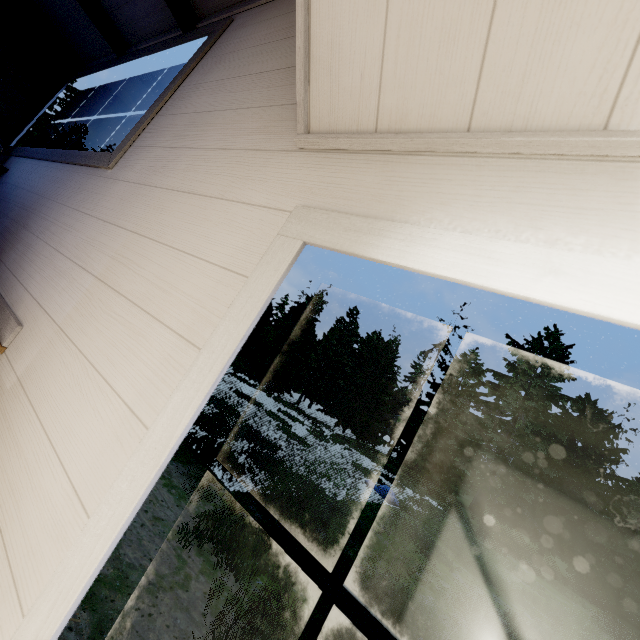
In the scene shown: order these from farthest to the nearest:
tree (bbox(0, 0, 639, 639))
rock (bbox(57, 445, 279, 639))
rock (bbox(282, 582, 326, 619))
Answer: rock (bbox(282, 582, 326, 619)), rock (bbox(57, 445, 279, 639)), tree (bbox(0, 0, 639, 639))

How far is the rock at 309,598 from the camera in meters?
5.2

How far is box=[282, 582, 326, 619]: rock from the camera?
5.2 meters

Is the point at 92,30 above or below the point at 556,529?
above

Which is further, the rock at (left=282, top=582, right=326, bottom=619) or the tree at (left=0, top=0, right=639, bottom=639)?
the rock at (left=282, top=582, right=326, bottom=619)

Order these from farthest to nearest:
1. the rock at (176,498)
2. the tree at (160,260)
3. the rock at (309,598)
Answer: the rock at (309,598)
the rock at (176,498)
the tree at (160,260)

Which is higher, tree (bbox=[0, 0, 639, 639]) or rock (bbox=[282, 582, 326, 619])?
tree (bbox=[0, 0, 639, 639])
